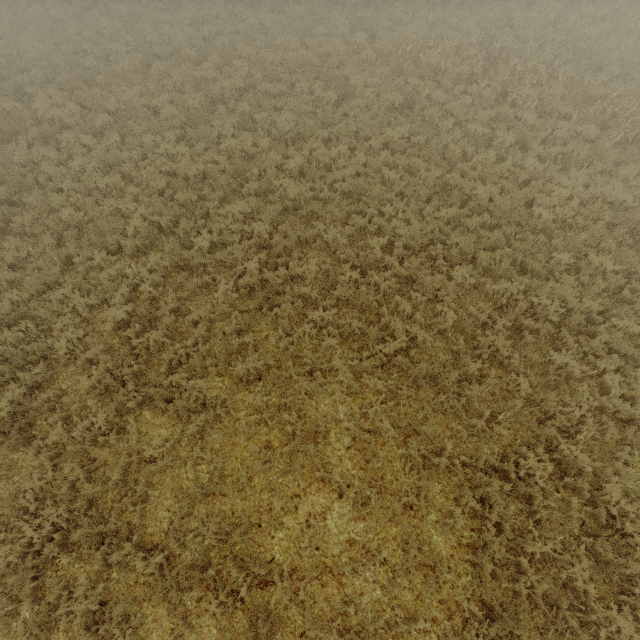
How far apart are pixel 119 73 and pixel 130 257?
9.7 meters
